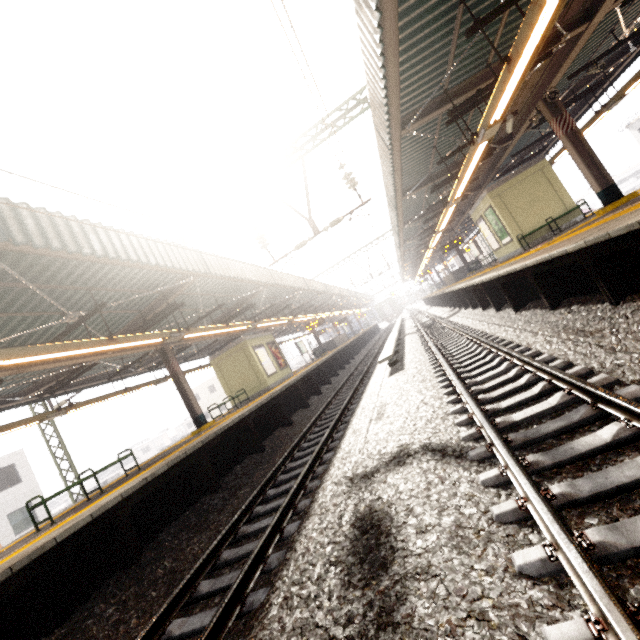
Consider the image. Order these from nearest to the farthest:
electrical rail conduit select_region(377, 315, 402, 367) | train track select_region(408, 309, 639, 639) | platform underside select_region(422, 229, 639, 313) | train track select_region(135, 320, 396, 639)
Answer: train track select_region(408, 309, 639, 639)
train track select_region(135, 320, 396, 639)
platform underside select_region(422, 229, 639, 313)
electrical rail conduit select_region(377, 315, 402, 367)

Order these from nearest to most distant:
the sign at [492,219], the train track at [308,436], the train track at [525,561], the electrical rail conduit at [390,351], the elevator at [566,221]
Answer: the train track at [525,561], the train track at [308,436], the electrical rail conduit at [390,351], the elevator at [566,221], the sign at [492,219]

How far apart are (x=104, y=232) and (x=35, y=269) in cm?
138

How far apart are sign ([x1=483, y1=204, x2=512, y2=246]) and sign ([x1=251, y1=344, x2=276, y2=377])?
12.5m

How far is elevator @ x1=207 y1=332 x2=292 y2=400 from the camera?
16.12m

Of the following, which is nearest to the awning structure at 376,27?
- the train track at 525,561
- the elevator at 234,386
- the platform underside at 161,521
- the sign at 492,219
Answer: the sign at 492,219

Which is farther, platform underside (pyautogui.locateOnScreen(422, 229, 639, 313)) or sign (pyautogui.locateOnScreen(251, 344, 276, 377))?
sign (pyautogui.locateOnScreen(251, 344, 276, 377))

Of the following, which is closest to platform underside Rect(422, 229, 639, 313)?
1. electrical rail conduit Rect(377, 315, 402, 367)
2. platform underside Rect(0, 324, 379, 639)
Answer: electrical rail conduit Rect(377, 315, 402, 367)
